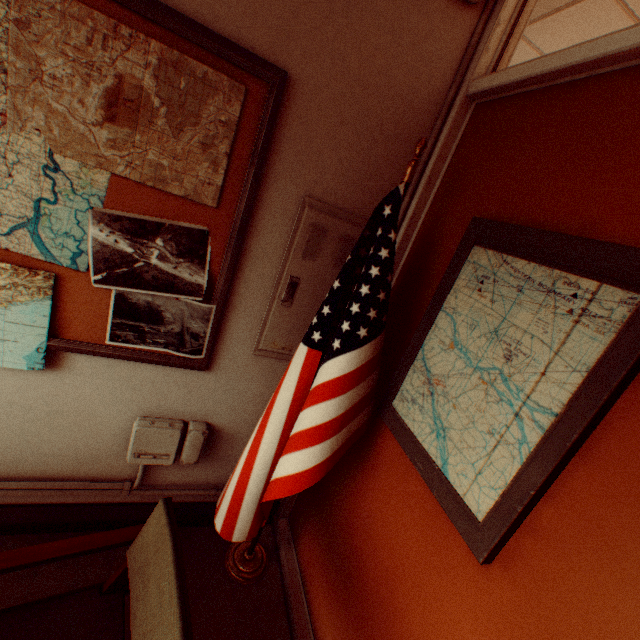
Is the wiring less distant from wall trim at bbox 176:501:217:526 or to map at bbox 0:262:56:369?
wall trim at bbox 176:501:217:526

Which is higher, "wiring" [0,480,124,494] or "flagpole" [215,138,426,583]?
"flagpole" [215,138,426,583]

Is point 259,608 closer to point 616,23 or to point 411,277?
point 411,277

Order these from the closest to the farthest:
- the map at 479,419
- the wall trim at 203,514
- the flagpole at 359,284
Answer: the map at 479,419, the flagpole at 359,284, the wall trim at 203,514

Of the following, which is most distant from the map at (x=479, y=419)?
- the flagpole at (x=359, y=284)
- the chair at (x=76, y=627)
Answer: the chair at (x=76, y=627)

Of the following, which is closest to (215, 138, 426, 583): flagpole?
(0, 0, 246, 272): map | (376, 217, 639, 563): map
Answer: (376, 217, 639, 563): map

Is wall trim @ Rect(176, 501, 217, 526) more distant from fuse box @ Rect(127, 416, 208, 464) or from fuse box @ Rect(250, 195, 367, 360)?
fuse box @ Rect(250, 195, 367, 360)

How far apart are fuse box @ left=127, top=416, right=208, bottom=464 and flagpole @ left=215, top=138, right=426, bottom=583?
0.3m
